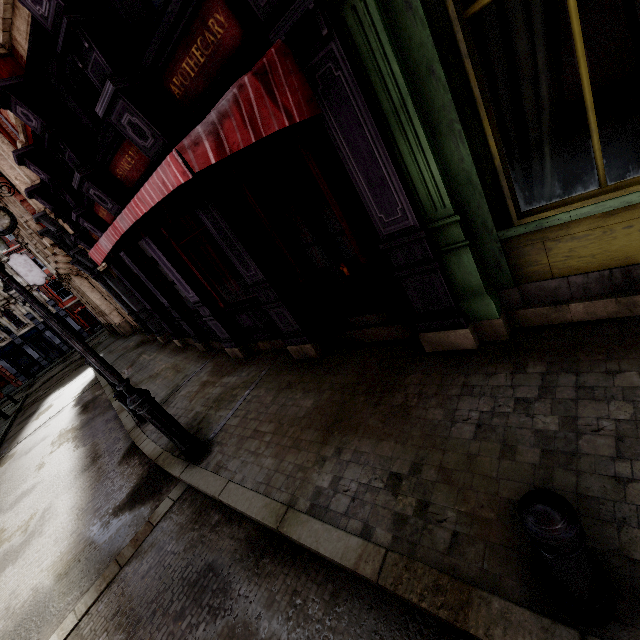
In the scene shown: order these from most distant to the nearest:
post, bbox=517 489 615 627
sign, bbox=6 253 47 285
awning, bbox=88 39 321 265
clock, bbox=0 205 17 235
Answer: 1. sign, bbox=6 253 47 285
2. clock, bbox=0 205 17 235
3. awning, bbox=88 39 321 265
4. post, bbox=517 489 615 627

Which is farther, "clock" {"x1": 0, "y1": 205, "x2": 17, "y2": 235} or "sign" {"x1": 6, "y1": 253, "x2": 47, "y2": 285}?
"sign" {"x1": 6, "y1": 253, "x2": 47, "y2": 285}

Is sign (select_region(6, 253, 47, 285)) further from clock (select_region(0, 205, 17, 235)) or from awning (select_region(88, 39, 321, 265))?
awning (select_region(88, 39, 321, 265))

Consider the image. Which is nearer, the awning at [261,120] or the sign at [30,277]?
the awning at [261,120]

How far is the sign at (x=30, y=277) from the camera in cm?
2192

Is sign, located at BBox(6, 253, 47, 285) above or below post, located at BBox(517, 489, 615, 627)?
above

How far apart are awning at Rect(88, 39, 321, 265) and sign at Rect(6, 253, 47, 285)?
25.38m

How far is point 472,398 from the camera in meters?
3.4
